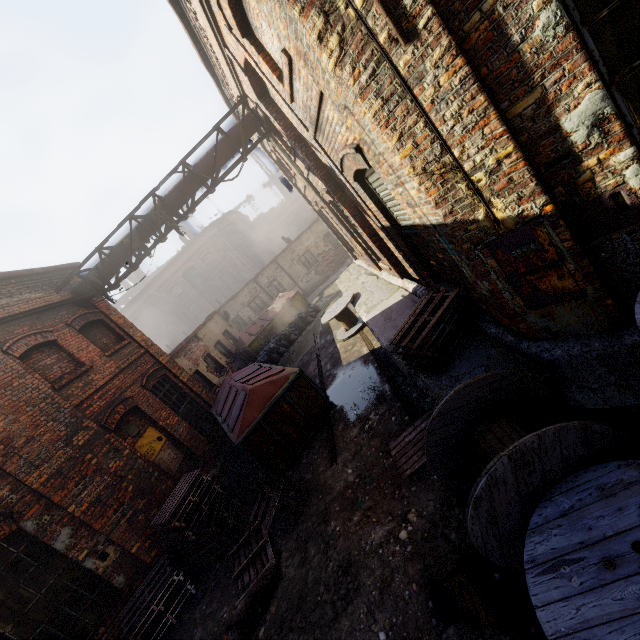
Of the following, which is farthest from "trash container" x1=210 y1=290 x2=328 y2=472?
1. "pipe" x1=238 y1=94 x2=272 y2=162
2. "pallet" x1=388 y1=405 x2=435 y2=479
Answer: "pipe" x1=238 y1=94 x2=272 y2=162

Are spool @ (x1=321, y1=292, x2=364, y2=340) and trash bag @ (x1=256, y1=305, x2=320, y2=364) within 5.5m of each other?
yes

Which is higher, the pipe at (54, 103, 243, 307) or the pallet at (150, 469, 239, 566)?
the pipe at (54, 103, 243, 307)

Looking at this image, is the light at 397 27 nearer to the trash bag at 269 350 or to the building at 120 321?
the building at 120 321

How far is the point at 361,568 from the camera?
4.14m

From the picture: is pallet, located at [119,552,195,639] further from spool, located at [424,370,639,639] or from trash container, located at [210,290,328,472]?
spool, located at [424,370,639,639]

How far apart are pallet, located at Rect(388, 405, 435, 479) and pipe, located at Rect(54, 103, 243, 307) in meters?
8.3 m

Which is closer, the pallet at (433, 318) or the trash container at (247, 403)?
the pallet at (433, 318)
